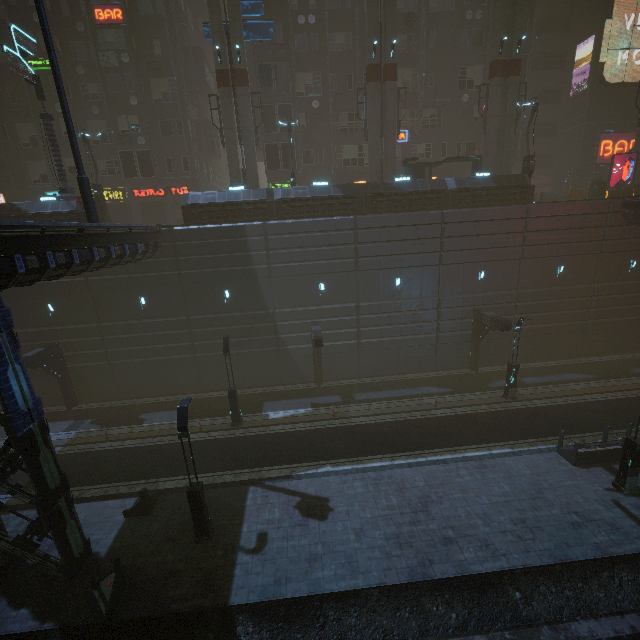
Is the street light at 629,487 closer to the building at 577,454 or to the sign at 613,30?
the building at 577,454

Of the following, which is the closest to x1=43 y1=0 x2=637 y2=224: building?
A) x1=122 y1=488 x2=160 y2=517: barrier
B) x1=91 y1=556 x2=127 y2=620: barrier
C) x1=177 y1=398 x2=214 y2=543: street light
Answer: x1=91 y1=556 x2=127 y2=620: barrier

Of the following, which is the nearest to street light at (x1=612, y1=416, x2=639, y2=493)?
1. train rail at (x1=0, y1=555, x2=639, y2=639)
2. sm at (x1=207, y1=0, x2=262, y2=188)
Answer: Answer: train rail at (x1=0, y1=555, x2=639, y2=639)

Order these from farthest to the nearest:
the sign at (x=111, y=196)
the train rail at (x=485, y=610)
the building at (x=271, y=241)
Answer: the sign at (x=111, y=196) → the building at (x=271, y=241) → the train rail at (x=485, y=610)

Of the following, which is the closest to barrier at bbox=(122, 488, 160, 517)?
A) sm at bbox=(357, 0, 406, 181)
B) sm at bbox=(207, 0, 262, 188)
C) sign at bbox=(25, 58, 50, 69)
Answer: sm at bbox=(207, 0, 262, 188)

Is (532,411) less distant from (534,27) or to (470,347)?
(470,347)

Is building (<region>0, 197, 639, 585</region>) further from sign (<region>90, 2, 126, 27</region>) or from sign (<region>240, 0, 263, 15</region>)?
sign (<region>240, 0, 263, 15</region>)

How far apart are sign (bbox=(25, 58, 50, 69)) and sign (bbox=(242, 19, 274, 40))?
16.1m
